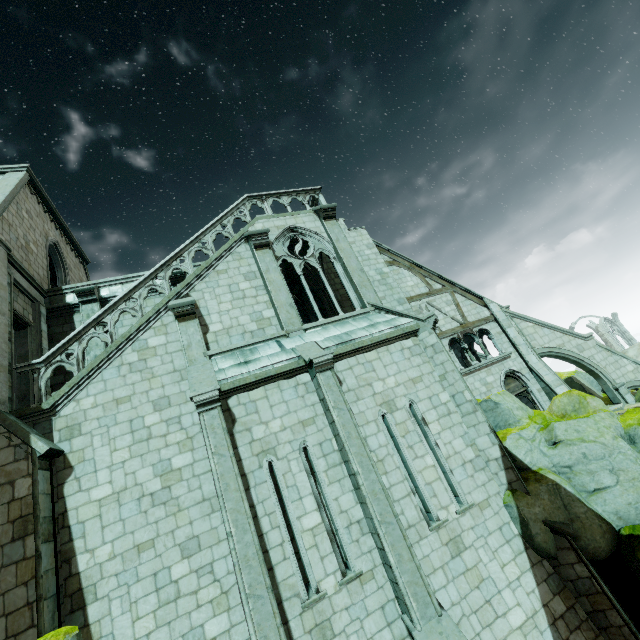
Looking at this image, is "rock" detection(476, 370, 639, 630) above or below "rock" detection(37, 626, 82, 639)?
below

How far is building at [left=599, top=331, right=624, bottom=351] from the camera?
58.56m

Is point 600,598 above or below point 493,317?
below

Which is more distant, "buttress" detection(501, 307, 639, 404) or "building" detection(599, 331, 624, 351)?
"building" detection(599, 331, 624, 351)

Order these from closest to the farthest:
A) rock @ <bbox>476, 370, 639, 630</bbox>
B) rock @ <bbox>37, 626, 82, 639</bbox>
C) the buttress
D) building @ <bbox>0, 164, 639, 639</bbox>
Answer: rock @ <bbox>37, 626, 82, 639</bbox>, building @ <bbox>0, 164, 639, 639</bbox>, rock @ <bbox>476, 370, 639, 630</bbox>, the buttress

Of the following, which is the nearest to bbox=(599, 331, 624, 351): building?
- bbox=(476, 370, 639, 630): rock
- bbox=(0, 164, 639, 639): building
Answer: bbox=(0, 164, 639, 639): building

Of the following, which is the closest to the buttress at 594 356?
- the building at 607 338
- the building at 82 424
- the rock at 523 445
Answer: the building at 82 424
